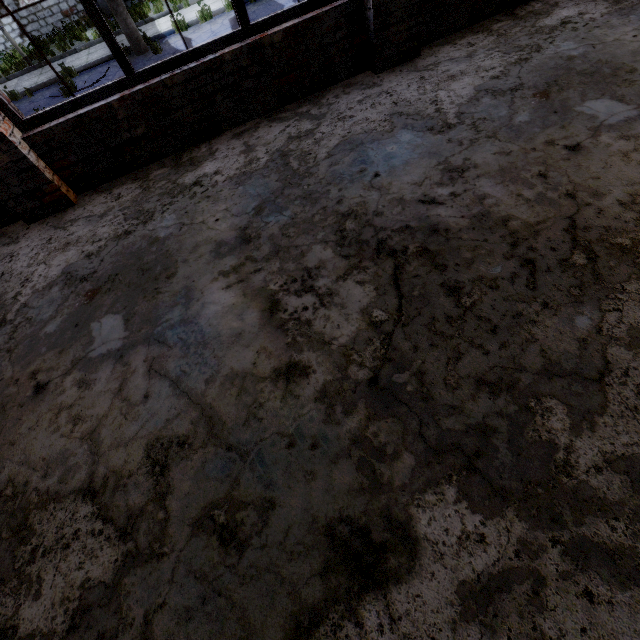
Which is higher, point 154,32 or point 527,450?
point 527,450
